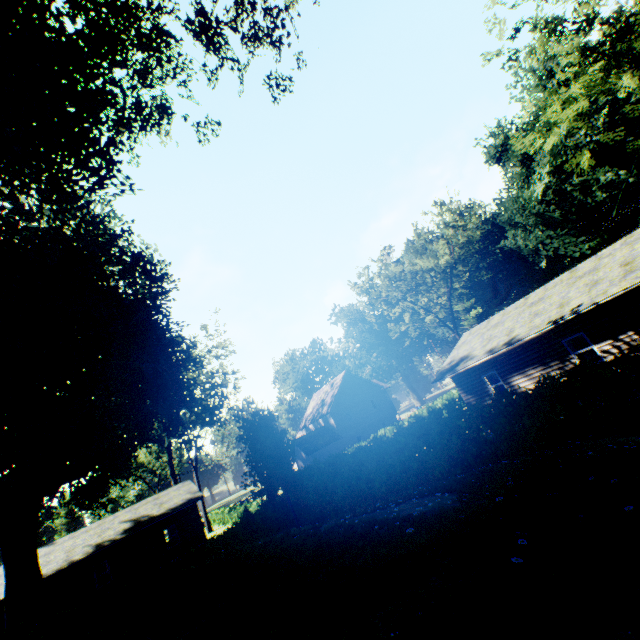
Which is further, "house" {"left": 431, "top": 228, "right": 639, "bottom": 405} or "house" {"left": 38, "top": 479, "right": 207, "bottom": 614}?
"house" {"left": 38, "top": 479, "right": 207, "bottom": 614}

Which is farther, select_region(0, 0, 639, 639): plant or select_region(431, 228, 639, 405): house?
select_region(431, 228, 639, 405): house

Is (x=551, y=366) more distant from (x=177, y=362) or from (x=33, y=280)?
(x=33, y=280)

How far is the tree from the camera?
35.1 meters

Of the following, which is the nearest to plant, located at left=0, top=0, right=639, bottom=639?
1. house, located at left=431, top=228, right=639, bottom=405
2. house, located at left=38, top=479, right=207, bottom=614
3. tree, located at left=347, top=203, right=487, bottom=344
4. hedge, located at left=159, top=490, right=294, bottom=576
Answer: hedge, located at left=159, top=490, right=294, bottom=576

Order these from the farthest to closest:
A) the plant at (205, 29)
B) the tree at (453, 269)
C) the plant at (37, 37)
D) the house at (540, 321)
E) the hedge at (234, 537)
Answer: the tree at (453, 269)
the hedge at (234, 537)
the house at (540, 321)
the plant at (205, 29)
the plant at (37, 37)

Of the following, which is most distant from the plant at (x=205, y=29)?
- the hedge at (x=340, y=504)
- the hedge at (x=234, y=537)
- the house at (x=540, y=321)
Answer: the house at (x=540, y=321)

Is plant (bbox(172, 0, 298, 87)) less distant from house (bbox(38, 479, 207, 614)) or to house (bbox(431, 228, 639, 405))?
house (bbox(38, 479, 207, 614))
